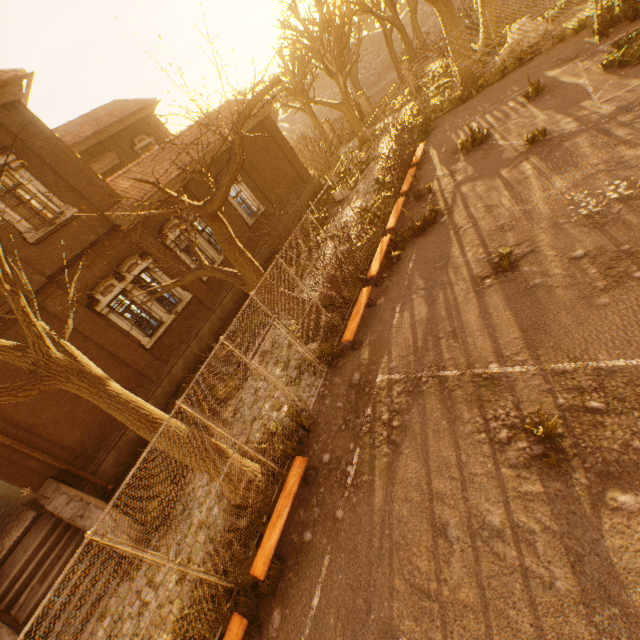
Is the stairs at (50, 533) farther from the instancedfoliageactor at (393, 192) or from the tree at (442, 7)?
the instancedfoliageactor at (393, 192)

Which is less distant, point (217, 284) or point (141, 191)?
point (141, 191)

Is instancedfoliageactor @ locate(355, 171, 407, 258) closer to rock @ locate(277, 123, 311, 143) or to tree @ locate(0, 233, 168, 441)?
tree @ locate(0, 233, 168, 441)

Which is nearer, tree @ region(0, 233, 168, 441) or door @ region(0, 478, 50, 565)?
tree @ region(0, 233, 168, 441)

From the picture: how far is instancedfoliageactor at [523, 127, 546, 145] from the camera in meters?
9.7 m

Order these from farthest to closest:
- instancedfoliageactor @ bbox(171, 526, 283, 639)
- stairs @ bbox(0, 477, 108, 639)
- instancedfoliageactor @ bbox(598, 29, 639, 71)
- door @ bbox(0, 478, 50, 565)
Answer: instancedfoliageactor @ bbox(598, 29, 639, 71) → door @ bbox(0, 478, 50, 565) → stairs @ bbox(0, 477, 108, 639) → instancedfoliageactor @ bbox(171, 526, 283, 639)

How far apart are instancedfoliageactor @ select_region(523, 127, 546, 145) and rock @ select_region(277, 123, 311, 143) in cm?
5381

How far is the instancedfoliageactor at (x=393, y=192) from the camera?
11.7m
